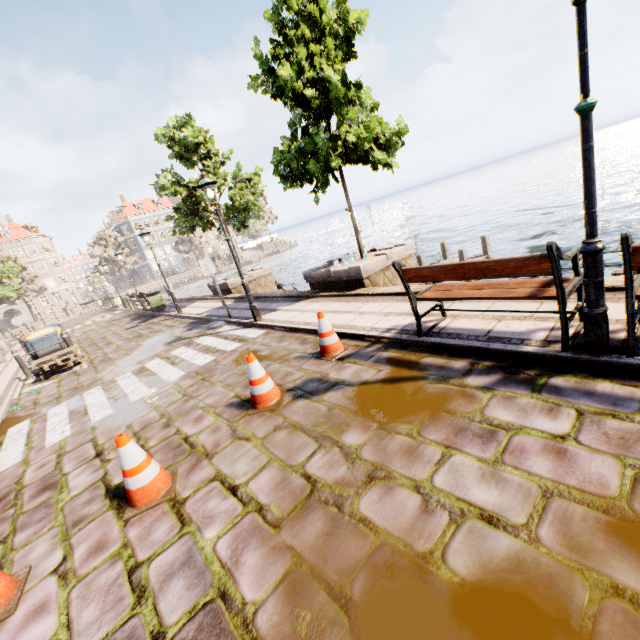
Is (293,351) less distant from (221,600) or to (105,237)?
(221,600)

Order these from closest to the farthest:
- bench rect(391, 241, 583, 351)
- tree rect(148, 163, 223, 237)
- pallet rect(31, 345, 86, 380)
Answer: bench rect(391, 241, 583, 351) → pallet rect(31, 345, 86, 380) → tree rect(148, 163, 223, 237)

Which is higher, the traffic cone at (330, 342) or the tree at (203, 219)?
the tree at (203, 219)

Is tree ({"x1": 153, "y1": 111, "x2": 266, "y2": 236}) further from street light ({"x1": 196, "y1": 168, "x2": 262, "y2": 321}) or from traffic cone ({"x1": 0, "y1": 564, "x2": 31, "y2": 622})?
traffic cone ({"x1": 0, "y1": 564, "x2": 31, "y2": 622})

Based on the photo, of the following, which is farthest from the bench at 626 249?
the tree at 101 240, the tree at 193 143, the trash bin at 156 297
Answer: the tree at 101 240

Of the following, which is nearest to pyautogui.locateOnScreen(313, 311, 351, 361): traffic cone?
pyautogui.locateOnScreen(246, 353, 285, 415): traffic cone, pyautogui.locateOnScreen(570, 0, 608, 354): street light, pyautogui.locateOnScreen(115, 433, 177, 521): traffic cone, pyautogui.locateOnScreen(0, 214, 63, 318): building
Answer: pyautogui.locateOnScreen(246, 353, 285, 415): traffic cone

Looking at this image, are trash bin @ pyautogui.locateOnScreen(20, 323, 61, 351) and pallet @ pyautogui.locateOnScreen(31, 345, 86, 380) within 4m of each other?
yes

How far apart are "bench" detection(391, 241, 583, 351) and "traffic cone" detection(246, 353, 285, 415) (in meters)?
2.07
